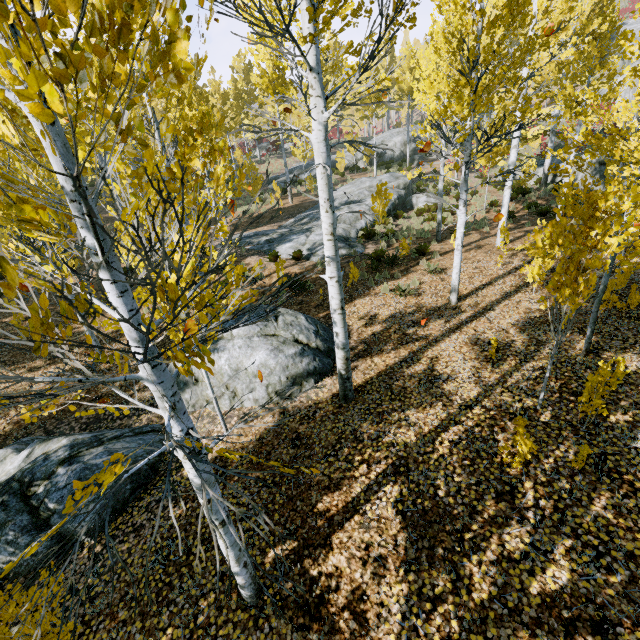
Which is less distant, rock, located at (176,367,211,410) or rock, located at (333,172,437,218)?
rock, located at (176,367,211,410)

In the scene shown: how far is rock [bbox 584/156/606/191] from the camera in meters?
16.7

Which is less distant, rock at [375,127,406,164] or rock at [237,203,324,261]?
rock at [237,203,324,261]

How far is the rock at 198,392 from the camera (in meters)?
7.02

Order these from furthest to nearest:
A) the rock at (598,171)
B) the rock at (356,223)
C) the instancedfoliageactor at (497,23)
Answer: the rock at (598,171) → the rock at (356,223) → the instancedfoliageactor at (497,23)

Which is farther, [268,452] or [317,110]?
[268,452]

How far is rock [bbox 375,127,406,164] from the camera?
33.6 meters

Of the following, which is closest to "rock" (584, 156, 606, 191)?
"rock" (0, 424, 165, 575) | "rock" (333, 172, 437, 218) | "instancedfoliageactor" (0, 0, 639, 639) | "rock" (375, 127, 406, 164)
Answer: "instancedfoliageactor" (0, 0, 639, 639)
